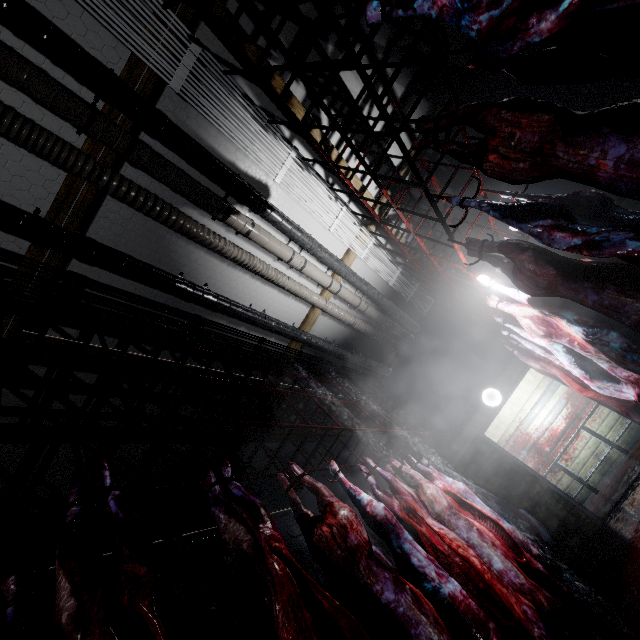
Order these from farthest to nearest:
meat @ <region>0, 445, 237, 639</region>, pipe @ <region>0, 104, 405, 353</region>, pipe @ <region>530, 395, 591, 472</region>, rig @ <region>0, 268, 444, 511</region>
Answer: pipe @ <region>530, 395, 591, 472</region>, pipe @ <region>0, 104, 405, 353</region>, rig @ <region>0, 268, 444, 511</region>, meat @ <region>0, 445, 237, 639</region>

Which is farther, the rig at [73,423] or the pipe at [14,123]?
the pipe at [14,123]

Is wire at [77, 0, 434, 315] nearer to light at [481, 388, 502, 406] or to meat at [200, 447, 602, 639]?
light at [481, 388, 502, 406]

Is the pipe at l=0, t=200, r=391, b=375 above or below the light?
above

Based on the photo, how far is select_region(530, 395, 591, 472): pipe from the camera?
7.6 meters

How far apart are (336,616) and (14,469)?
3.78m

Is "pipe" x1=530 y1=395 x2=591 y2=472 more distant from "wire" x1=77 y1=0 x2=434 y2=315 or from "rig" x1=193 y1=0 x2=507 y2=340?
"wire" x1=77 y1=0 x2=434 y2=315

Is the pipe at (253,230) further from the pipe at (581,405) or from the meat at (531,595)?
the pipe at (581,405)
